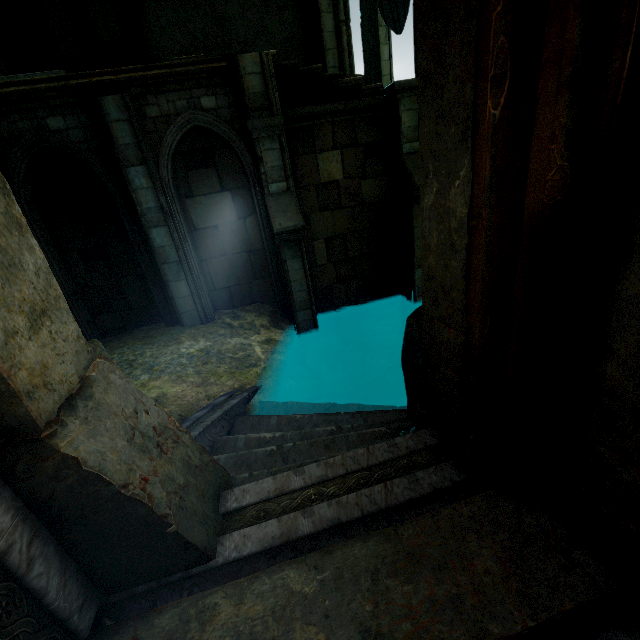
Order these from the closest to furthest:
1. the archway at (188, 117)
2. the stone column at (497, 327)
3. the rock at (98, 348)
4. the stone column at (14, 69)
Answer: the stone column at (497, 327), the rock at (98, 348), the archway at (188, 117), the stone column at (14, 69)

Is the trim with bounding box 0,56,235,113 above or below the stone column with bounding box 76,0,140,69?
below

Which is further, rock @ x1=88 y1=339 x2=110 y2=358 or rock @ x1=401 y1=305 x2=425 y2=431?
rock @ x1=88 y1=339 x2=110 y2=358

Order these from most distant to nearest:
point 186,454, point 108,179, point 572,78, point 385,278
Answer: point 385,278 → point 108,179 → point 186,454 → point 572,78

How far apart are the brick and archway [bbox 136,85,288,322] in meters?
6.3

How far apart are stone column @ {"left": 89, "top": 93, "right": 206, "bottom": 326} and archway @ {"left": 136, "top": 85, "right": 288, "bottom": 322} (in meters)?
0.01

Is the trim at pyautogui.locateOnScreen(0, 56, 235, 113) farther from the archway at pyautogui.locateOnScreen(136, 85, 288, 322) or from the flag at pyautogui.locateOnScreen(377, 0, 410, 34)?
the flag at pyautogui.locateOnScreen(377, 0, 410, 34)

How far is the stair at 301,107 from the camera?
7.0 meters
